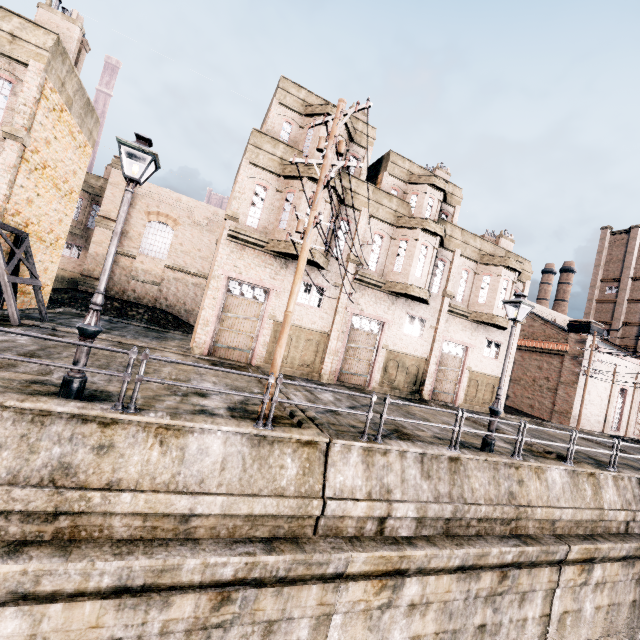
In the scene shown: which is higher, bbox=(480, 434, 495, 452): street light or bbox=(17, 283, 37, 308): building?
bbox=(17, 283, 37, 308): building

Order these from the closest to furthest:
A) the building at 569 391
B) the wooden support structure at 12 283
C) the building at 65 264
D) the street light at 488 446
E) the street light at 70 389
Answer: the street light at 70 389, the street light at 488 446, the wooden support structure at 12 283, the building at 65 264, the building at 569 391

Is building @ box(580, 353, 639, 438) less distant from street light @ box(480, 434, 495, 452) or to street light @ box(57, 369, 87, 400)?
street light @ box(480, 434, 495, 452)

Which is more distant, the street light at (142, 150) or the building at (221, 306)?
the building at (221, 306)

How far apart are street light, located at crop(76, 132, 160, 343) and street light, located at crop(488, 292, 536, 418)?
11.79m

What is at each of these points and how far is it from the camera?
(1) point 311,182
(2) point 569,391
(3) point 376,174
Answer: (1) building, 17.3 meters
(2) building, 31.0 meters
(3) building, 21.9 meters

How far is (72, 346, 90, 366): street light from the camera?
6.70m
